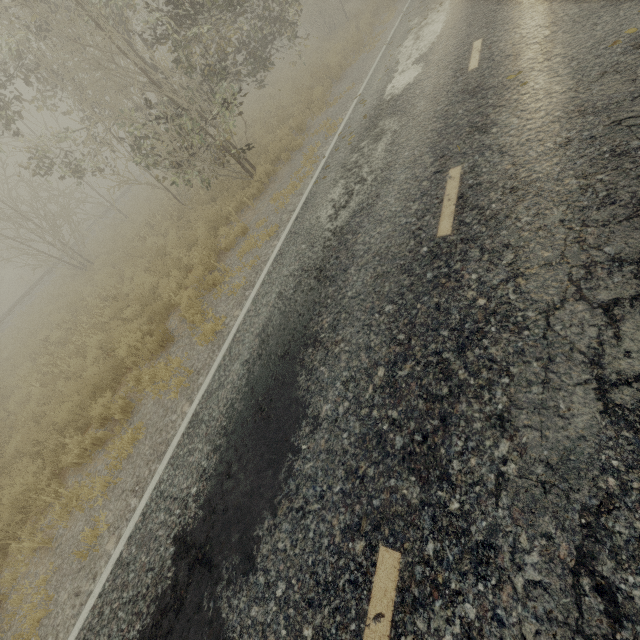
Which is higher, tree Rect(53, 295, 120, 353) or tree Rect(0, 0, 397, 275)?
tree Rect(0, 0, 397, 275)

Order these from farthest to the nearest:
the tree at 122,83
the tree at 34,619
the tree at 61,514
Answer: the tree at 122,83 → the tree at 61,514 → the tree at 34,619

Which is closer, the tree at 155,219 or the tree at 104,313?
the tree at 104,313

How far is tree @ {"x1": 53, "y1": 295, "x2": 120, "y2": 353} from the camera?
9.3 meters

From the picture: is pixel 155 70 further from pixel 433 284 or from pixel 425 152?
pixel 433 284

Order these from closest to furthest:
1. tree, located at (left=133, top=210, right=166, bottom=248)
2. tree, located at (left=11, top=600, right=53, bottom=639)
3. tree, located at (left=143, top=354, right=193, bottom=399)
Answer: tree, located at (left=11, top=600, right=53, bottom=639), tree, located at (left=143, top=354, right=193, bottom=399), tree, located at (left=133, top=210, right=166, bottom=248)
